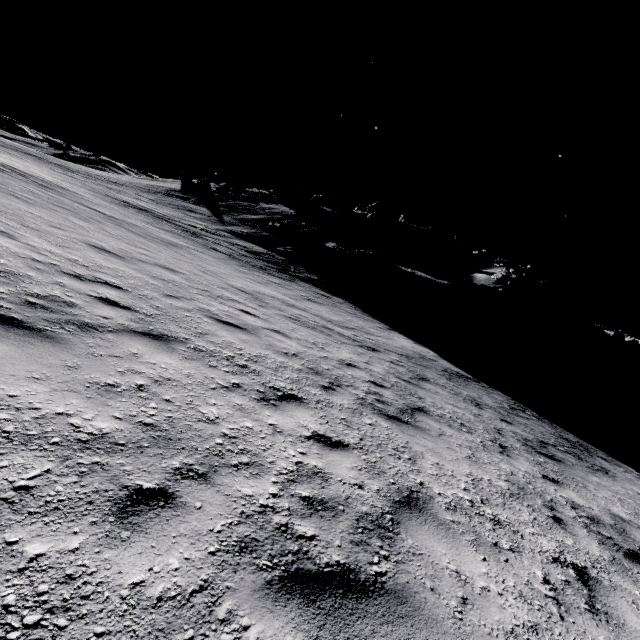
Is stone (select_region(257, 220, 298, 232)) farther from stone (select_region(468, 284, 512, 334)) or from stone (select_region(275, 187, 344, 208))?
stone (select_region(468, 284, 512, 334))

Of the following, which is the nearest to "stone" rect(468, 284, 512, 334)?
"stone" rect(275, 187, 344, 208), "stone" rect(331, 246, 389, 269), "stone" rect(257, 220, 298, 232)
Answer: "stone" rect(331, 246, 389, 269)

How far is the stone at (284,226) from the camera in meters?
33.3 m

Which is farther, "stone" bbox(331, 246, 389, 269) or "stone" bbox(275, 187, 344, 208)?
"stone" bbox(275, 187, 344, 208)

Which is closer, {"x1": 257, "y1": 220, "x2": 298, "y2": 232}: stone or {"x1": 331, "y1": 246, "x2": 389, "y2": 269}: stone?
{"x1": 331, "y1": 246, "x2": 389, "y2": 269}: stone

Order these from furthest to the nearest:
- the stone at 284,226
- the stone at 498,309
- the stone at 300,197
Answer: the stone at 300,197, the stone at 284,226, the stone at 498,309

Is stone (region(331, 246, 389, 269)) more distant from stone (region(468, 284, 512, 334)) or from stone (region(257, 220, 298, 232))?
stone (region(468, 284, 512, 334))

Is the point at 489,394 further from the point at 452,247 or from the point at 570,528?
the point at 452,247
